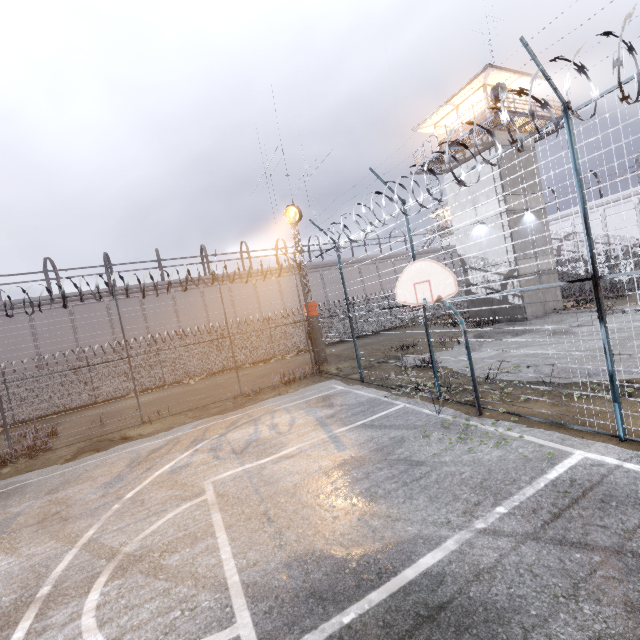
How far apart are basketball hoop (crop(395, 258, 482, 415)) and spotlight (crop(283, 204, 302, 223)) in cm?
1171

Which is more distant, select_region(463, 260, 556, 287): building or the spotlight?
select_region(463, 260, 556, 287): building

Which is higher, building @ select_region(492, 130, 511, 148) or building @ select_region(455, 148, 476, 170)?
building @ select_region(492, 130, 511, 148)

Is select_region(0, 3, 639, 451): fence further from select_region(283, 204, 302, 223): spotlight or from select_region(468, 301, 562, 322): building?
select_region(468, 301, 562, 322): building

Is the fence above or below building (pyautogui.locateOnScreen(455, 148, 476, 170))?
below

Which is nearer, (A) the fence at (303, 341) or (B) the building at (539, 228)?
(A) the fence at (303, 341)

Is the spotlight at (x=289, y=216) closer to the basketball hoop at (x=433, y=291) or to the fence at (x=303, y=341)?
the fence at (x=303, y=341)

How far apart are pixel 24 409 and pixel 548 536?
15.18m
